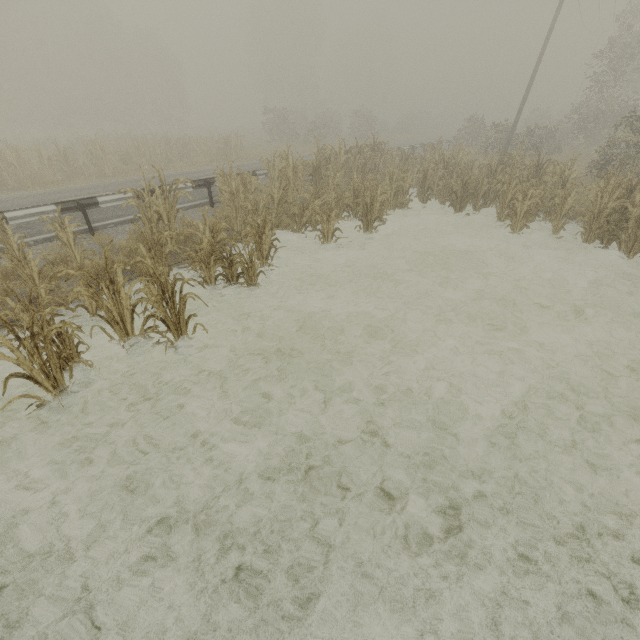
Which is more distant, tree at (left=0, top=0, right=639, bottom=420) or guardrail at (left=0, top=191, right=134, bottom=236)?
guardrail at (left=0, top=191, right=134, bottom=236)

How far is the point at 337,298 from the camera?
7.5 meters

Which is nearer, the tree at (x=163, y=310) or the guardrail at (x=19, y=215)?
the tree at (x=163, y=310)
